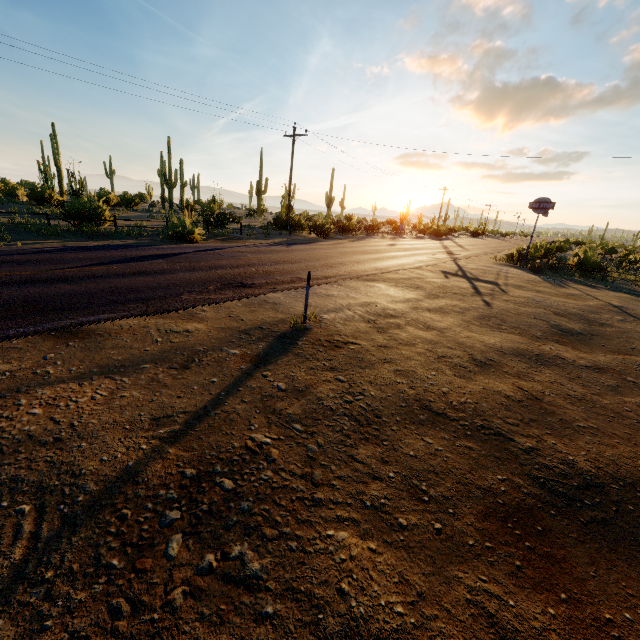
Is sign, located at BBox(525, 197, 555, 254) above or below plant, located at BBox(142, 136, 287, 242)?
above

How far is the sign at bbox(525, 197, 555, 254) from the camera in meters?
22.5

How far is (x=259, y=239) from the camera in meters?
21.3

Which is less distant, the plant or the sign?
the plant

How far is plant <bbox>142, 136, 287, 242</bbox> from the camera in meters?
16.4

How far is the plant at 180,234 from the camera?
16.4m

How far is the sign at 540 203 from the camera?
22.5m
